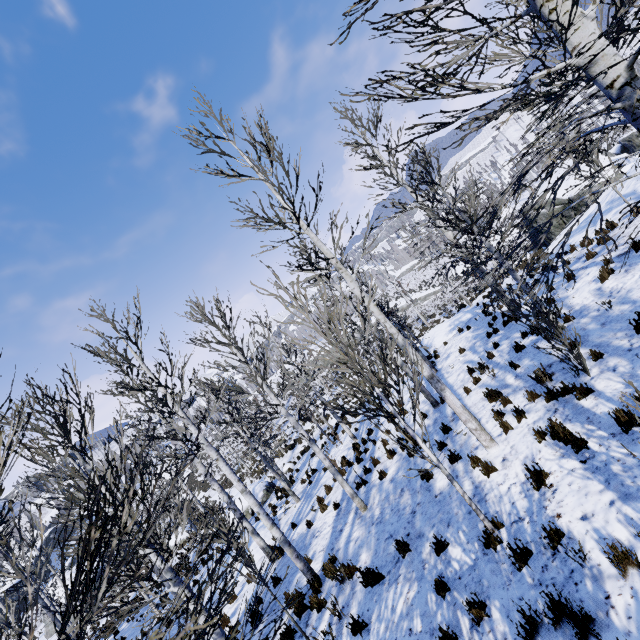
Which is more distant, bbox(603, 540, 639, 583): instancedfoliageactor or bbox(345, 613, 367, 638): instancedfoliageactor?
bbox(345, 613, 367, 638): instancedfoliageactor

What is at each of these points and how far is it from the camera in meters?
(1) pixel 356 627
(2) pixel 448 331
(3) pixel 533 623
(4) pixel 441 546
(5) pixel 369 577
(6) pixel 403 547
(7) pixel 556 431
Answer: (1) instancedfoliageactor, 5.1 m
(2) rock, 20.8 m
(3) instancedfoliageactor, 3.5 m
(4) instancedfoliageactor, 5.4 m
(5) instancedfoliageactor, 6.0 m
(6) instancedfoliageactor, 6.1 m
(7) instancedfoliageactor, 5.5 m

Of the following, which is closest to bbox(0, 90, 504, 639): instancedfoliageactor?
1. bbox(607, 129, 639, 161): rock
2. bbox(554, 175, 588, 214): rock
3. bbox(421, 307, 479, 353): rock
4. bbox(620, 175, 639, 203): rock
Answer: bbox(620, 175, 639, 203): rock

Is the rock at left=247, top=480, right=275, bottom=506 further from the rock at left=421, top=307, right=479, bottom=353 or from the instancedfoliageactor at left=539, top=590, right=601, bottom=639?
the rock at left=421, top=307, right=479, bottom=353

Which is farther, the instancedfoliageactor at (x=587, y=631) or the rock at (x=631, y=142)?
the rock at (x=631, y=142)

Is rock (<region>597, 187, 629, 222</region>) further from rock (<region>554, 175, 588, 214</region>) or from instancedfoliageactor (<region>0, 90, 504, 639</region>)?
instancedfoliageactor (<region>0, 90, 504, 639</region>)

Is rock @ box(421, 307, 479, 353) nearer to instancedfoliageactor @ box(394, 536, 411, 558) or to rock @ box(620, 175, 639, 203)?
rock @ box(620, 175, 639, 203)

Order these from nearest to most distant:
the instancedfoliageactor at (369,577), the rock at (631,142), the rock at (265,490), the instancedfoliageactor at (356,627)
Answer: the instancedfoliageactor at (356,627), the instancedfoliageactor at (369,577), the rock at (265,490), the rock at (631,142)
